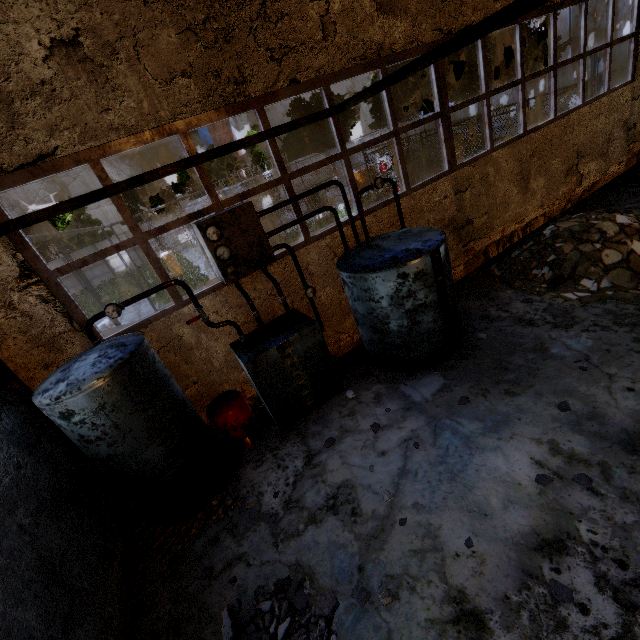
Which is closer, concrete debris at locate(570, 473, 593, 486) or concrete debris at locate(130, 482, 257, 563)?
concrete debris at locate(570, 473, 593, 486)

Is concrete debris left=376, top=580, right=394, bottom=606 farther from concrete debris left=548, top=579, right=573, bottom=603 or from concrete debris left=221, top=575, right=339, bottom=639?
concrete debris left=548, top=579, right=573, bottom=603

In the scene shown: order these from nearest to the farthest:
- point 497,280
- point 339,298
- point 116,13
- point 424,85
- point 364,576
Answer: point 364,576 → point 116,13 → point 339,298 → point 497,280 → point 424,85

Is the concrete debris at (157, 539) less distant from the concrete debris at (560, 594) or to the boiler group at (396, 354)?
the boiler group at (396, 354)

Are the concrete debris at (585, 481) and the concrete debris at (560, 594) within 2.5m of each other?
yes

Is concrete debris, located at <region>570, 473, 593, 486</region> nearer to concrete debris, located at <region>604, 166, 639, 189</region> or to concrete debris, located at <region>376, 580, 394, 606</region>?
concrete debris, located at <region>376, 580, 394, 606</region>

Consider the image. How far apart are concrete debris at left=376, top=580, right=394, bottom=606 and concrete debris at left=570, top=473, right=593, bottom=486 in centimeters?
237cm

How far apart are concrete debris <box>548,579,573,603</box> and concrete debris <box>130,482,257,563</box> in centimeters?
355cm
